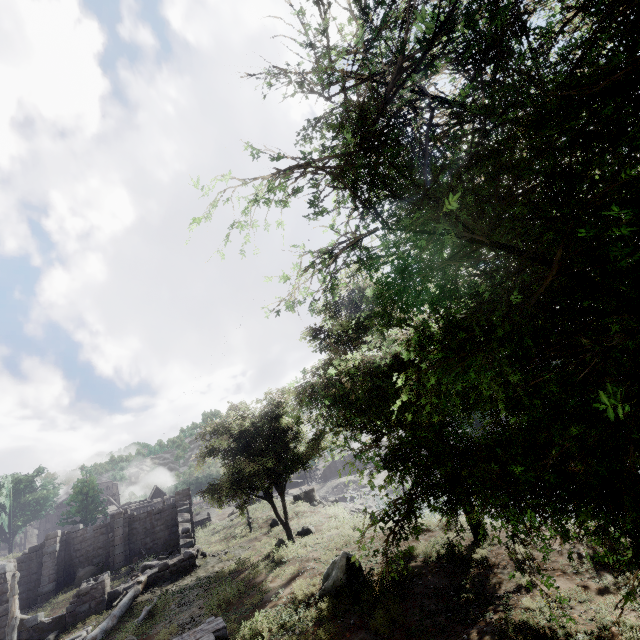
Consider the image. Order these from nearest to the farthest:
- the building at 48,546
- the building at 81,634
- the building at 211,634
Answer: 1. the building at 211,634
2. the building at 81,634
3. the building at 48,546

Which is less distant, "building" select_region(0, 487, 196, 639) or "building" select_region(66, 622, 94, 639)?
"building" select_region(66, 622, 94, 639)

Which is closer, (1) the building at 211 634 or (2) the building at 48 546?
(1) the building at 211 634

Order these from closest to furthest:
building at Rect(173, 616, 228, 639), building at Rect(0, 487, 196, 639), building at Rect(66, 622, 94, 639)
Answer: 1. building at Rect(173, 616, 228, 639)
2. building at Rect(66, 622, 94, 639)
3. building at Rect(0, 487, 196, 639)

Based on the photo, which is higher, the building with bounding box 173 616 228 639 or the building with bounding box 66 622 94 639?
the building with bounding box 66 622 94 639

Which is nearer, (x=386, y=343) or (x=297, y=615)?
(x=386, y=343)

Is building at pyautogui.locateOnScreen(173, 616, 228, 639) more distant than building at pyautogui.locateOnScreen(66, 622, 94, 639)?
No
